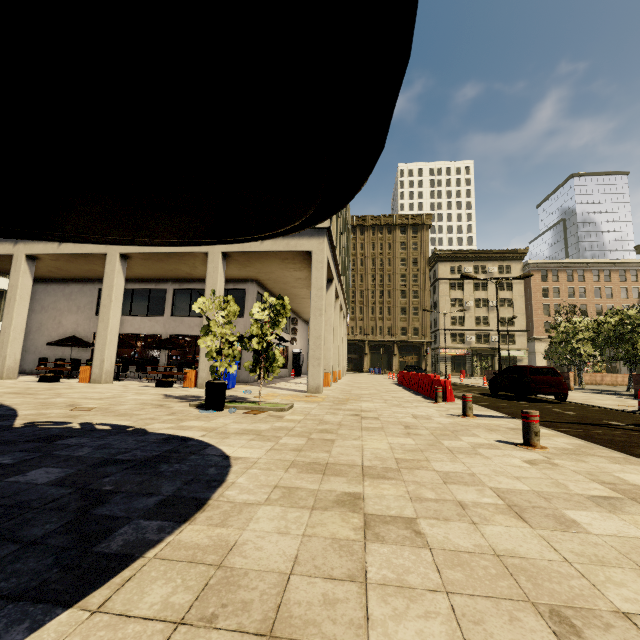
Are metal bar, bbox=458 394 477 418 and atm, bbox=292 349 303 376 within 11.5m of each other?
no

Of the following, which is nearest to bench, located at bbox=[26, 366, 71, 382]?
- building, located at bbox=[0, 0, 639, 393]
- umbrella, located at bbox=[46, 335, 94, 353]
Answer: building, located at bbox=[0, 0, 639, 393]

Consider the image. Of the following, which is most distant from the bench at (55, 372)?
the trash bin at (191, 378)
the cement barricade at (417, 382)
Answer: the cement barricade at (417, 382)

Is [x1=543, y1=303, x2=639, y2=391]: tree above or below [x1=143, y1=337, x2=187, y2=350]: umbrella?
above

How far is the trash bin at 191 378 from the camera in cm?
1375

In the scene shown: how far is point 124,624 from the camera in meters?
1.4

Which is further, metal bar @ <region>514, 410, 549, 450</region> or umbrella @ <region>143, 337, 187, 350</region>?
umbrella @ <region>143, 337, 187, 350</region>

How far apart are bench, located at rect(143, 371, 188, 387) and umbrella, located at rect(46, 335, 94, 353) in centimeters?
702cm
